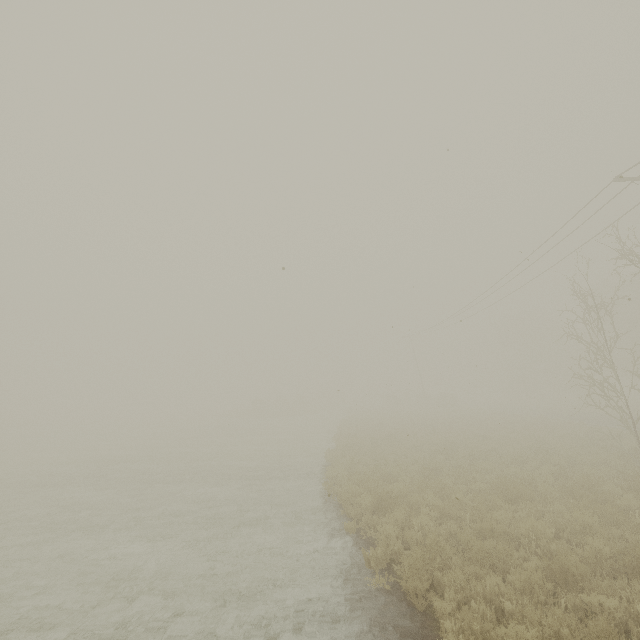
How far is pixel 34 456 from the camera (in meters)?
24.09
